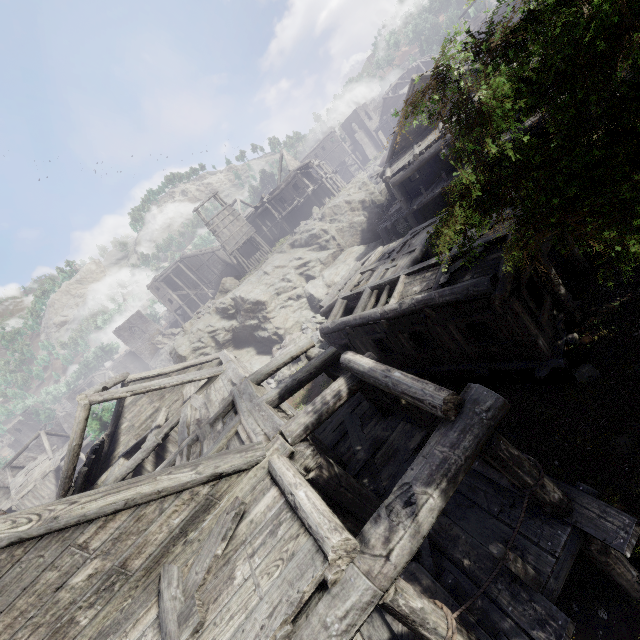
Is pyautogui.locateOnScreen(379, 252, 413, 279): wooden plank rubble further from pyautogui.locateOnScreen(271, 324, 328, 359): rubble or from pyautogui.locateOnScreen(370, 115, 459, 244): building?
pyautogui.locateOnScreen(271, 324, 328, 359): rubble

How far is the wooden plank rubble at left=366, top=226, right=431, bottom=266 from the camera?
15.50m

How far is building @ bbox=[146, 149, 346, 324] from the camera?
33.8 meters

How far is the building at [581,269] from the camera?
10.8m

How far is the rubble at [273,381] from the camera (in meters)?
21.81

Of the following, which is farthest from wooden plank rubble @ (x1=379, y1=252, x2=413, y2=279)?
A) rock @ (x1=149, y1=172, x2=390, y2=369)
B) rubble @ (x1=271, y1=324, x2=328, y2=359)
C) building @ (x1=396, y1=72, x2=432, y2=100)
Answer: rock @ (x1=149, y1=172, x2=390, y2=369)

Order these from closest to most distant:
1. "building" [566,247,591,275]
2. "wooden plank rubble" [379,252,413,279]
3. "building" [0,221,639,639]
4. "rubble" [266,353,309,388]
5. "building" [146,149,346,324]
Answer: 1. "building" [0,221,639,639]
2. "building" [566,247,591,275]
3. "wooden plank rubble" [379,252,413,279]
4. "rubble" [266,353,309,388]
5. "building" [146,149,346,324]

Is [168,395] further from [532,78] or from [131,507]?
[532,78]
